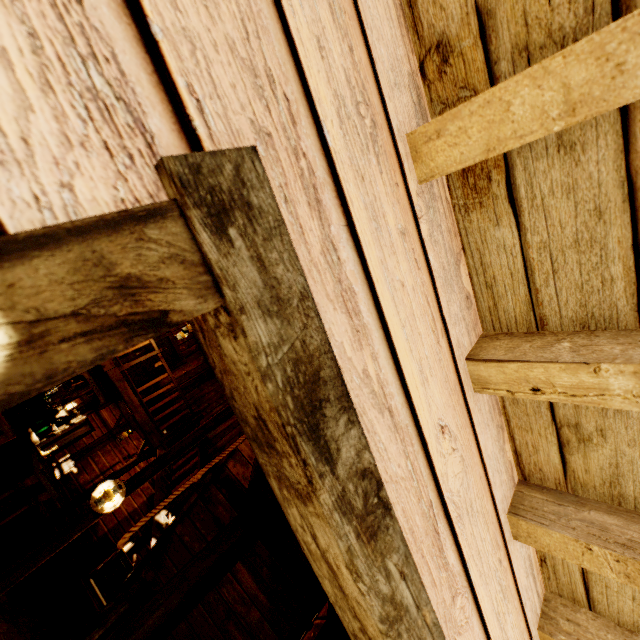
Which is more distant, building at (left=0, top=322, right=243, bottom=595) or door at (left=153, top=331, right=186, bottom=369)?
door at (left=153, top=331, right=186, bottom=369)

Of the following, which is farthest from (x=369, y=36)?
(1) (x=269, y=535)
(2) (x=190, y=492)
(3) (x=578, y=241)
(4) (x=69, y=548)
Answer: (4) (x=69, y=548)

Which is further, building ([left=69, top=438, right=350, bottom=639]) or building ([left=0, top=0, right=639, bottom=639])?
building ([left=69, top=438, right=350, bottom=639])

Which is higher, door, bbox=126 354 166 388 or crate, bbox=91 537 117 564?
door, bbox=126 354 166 388

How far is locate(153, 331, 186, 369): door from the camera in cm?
1073

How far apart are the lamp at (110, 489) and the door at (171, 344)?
5.9 meters

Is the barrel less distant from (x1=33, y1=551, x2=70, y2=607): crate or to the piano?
(x1=33, y1=551, x2=70, y2=607): crate

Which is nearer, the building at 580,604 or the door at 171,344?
the building at 580,604
